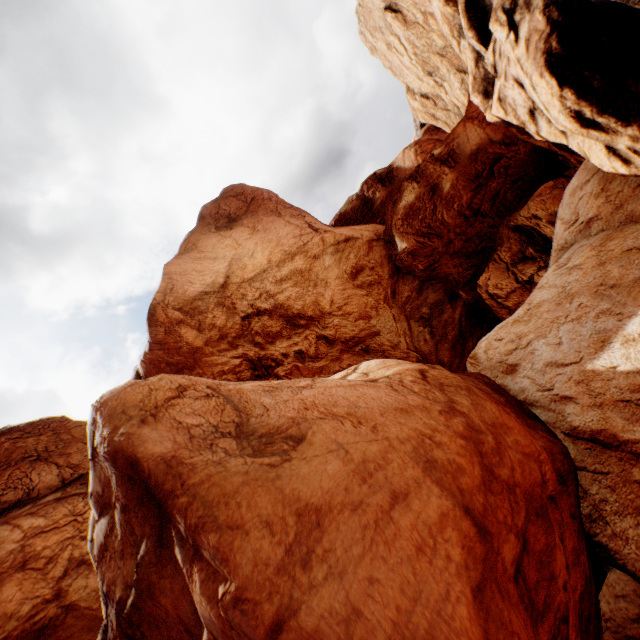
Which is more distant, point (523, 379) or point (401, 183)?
point (401, 183)
